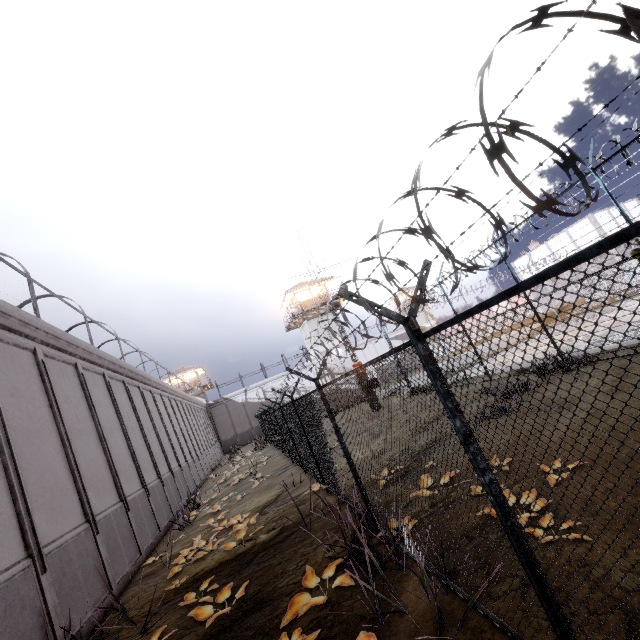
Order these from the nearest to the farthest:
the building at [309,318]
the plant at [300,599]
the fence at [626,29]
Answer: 1. the fence at [626,29]
2. the plant at [300,599]
3. the building at [309,318]

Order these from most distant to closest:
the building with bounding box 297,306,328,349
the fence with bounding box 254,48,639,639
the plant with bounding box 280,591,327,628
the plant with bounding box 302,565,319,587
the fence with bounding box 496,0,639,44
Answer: the building with bounding box 297,306,328,349 → the plant with bounding box 302,565,319,587 → the plant with bounding box 280,591,327,628 → the fence with bounding box 254,48,639,639 → the fence with bounding box 496,0,639,44

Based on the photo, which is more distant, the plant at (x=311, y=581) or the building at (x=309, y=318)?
the building at (x=309, y=318)

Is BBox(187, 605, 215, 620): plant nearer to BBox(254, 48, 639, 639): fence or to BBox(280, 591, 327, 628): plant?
BBox(280, 591, 327, 628): plant

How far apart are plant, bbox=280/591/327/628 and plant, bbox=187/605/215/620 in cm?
172

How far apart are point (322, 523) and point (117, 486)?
8.1m

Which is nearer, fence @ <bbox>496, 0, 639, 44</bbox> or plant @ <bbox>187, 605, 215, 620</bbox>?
fence @ <bbox>496, 0, 639, 44</bbox>

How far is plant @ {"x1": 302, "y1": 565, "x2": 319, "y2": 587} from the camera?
4.9 meters
